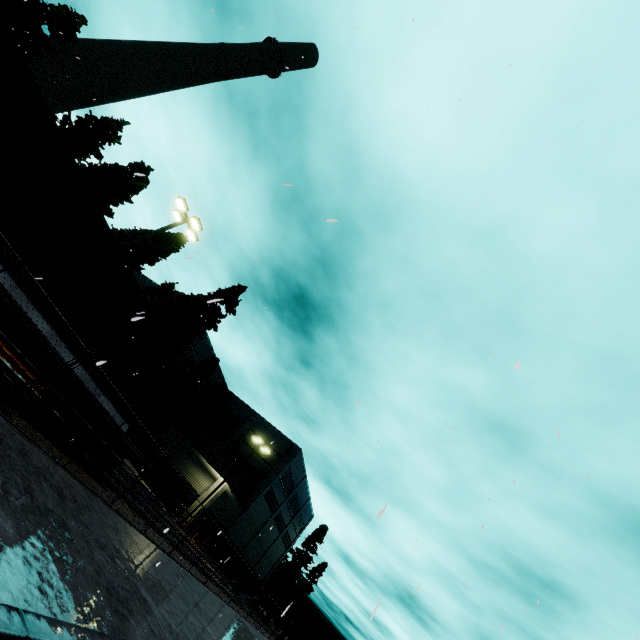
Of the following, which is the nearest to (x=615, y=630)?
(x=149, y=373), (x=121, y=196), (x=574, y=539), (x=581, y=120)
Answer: (x=574, y=539)

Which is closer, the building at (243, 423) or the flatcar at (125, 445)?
the flatcar at (125, 445)

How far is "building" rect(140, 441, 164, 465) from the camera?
34.4 meters

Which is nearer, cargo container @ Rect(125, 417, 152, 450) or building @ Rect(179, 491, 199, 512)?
cargo container @ Rect(125, 417, 152, 450)

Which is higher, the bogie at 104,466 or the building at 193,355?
the building at 193,355

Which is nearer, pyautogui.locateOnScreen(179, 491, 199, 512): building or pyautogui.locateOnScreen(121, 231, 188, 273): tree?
pyautogui.locateOnScreen(121, 231, 188, 273): tree

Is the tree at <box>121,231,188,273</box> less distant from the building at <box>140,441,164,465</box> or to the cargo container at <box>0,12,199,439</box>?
the building at <box>140,441,164,465</box>
